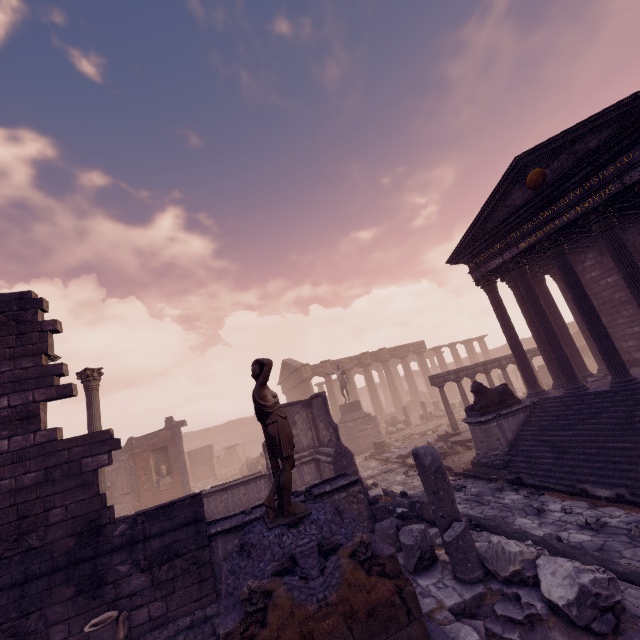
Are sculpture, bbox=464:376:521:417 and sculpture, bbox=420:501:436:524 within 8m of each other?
yes

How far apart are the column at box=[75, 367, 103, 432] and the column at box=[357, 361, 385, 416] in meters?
24.2 m

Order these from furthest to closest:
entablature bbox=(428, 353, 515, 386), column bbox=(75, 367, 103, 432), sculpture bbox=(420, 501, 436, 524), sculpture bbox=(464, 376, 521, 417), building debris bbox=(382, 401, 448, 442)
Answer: building debris bbox=(382, 401, 448, 442)
entablature bbox=(428, 353, 515, 386)
column bbox=(75, 367, 103, 432)
sculpture bbox=(464, 376, 521, 417)
sculpture bbox=(420, 501, 436, 524)

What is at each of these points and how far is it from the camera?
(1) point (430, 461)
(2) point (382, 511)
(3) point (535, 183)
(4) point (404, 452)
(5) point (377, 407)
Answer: (1) building debris, 5.7m
(2) debris pile, 8.0m
(3) relief sculpture, 10.2m
(4) debris pile, 15.4m
(5) column, 32.1m

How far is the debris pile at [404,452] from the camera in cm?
1516

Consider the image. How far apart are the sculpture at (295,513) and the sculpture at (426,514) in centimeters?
396cm

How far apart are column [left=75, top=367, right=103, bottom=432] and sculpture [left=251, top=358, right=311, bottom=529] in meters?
10.0 m

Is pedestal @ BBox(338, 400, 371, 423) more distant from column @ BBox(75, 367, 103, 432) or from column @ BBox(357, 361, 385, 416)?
column @ BBox(75, 367, 103, 432)
